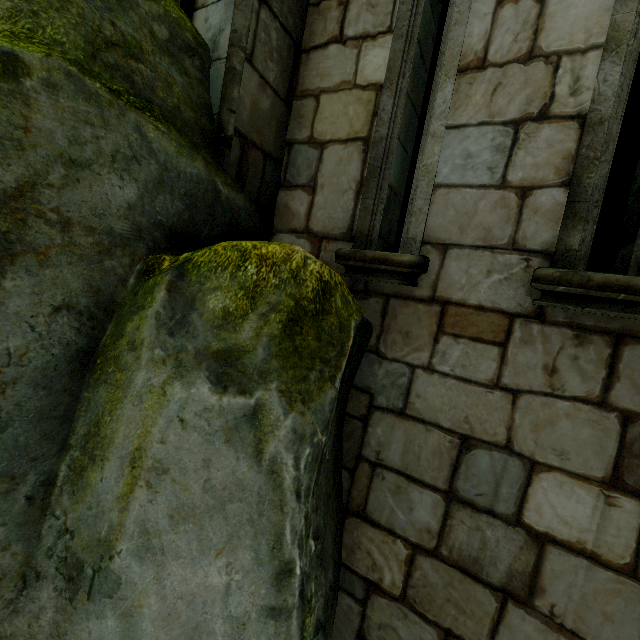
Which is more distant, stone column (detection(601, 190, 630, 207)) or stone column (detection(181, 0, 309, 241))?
stone column (detection(601, 190, 630, 207))

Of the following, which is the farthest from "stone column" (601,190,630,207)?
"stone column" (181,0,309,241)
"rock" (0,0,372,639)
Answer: "stone column" (181,0,309,241)

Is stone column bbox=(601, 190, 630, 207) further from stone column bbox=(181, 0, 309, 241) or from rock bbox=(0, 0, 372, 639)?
stone column bbox=(181, 0, 309, 241)

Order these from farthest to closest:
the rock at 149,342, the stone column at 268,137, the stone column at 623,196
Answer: the stone column at 623,196 → the stone column at 268,137 → the rock at 149,342

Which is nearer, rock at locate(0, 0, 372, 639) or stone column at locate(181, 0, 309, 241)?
rock at locate(0, 0, 372, 639)

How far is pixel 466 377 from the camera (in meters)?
1.55

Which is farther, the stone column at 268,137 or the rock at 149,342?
the stone column at 268,137
